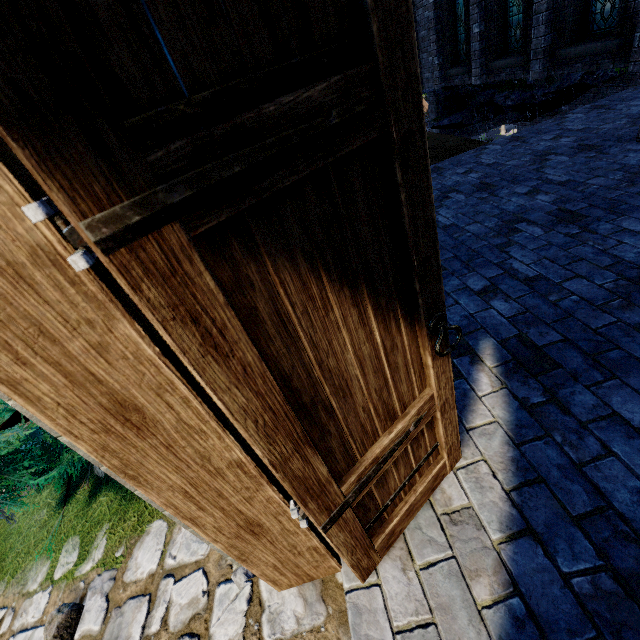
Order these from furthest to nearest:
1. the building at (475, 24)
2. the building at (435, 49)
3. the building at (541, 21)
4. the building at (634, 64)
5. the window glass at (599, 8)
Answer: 1. the building at (435, 49)
2. the building at (475, 24)
3. the building at (541, 21)
4. the window glass at (599, 8)
5. the building at (634, 64)

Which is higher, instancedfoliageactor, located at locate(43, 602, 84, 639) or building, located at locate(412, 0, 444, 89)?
building, located at locate(412, 0, 444, 89)

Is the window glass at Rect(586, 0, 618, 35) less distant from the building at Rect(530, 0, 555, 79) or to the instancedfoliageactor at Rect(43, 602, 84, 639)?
the building at Rect(530, 0, 555, 79)

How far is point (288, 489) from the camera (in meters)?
0.97

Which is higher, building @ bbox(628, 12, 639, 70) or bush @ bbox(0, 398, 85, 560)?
bush @ bbox(0, 398, 85, 560)

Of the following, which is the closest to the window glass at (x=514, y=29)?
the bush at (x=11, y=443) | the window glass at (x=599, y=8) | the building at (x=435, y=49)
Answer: the building at (x=435, y=49)

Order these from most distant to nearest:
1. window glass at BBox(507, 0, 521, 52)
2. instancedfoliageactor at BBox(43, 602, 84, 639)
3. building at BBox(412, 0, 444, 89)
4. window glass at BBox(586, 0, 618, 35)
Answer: building at BBox(412, 0, 444, 89) → window glass at BBox(507, 0, 521, 52) → window glass at BBox(586, 0, 618, 35) → instancedfoliageactor at BBox(43, 602, 84, 639)

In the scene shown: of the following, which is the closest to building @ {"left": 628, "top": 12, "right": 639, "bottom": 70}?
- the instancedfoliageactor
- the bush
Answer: the bush
